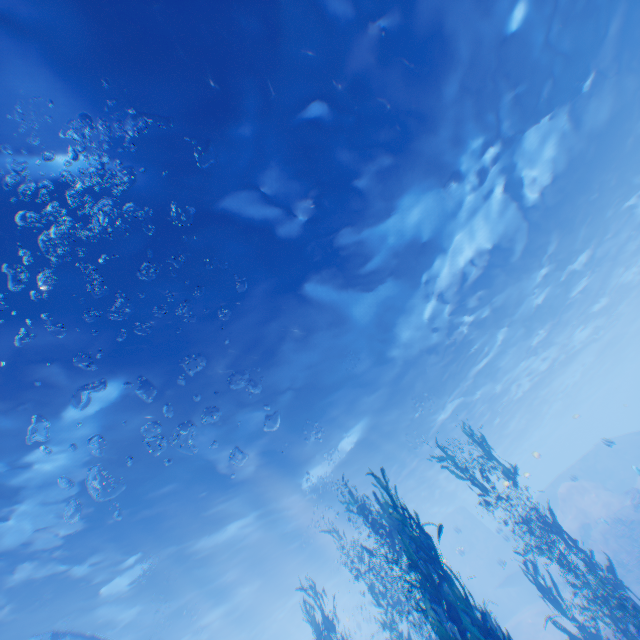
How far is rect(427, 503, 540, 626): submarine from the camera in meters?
29.0 m

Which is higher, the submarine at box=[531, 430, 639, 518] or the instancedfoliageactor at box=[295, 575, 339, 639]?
the instancedfoliageactor at box=[295, 575, 339, 639]

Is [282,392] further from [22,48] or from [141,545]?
[22,48]

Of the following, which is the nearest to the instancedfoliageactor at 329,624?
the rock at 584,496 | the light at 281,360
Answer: the rock at 584,496

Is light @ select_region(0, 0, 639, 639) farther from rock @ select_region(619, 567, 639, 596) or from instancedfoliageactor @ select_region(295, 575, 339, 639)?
instancedfoliageactor @ select_region(295, 575, 339, 639)

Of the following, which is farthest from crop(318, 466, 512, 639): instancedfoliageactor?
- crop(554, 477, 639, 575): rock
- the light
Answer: the light

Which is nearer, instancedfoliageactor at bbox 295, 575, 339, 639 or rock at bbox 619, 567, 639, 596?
instancedfoliageactor at bbox 295, 575, 339, 639
